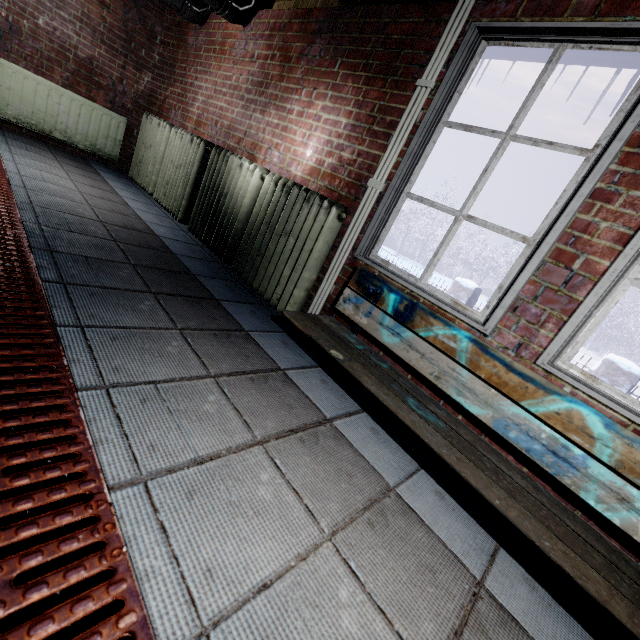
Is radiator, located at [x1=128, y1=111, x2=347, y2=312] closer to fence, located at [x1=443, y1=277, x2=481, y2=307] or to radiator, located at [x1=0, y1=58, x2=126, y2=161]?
radiator, located at [x1=0, y1=58, x2=126, y2=161]

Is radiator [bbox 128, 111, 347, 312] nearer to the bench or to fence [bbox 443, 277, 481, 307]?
the bench

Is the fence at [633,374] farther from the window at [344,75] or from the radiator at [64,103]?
the radiator at [64,103]

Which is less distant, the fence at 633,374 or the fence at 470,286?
the fence at 633,374

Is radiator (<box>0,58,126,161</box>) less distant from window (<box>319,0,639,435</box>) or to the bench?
window (<box>319,0,639,435</box>)

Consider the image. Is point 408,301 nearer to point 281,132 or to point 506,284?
point 506,284

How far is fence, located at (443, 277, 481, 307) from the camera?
5.6m

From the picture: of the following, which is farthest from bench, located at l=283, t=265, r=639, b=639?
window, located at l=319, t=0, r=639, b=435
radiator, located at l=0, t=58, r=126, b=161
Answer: radiator, located at l=0, t=58, r=126, b=161
